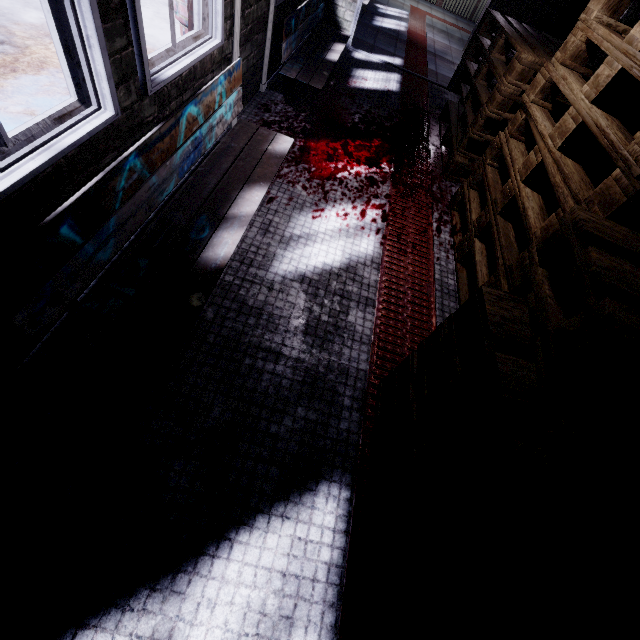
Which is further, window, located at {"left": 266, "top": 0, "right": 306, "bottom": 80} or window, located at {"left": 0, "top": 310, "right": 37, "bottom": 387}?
window, located at {"left": 266, "top": 0, "right": 306, "bottom": 80}

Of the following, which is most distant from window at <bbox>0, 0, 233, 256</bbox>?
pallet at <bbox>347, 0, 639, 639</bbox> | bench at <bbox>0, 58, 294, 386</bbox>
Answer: pallet at <bbox>347, 0, 639, 639</bbox>

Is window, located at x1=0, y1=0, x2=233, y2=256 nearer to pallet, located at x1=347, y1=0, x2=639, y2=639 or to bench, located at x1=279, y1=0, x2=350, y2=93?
bench, located at x1=279, y1=0, x2=350, y2=93

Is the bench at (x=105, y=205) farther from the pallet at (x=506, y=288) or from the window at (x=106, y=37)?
the pallet at (x=506, y=288)

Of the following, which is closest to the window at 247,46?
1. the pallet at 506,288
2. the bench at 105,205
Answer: the bench at 105,205

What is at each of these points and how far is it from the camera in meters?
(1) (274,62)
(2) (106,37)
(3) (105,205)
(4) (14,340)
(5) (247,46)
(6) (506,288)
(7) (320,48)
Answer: (1) window, 3.3
(2) window, 1.1
(3) bench, 1.2
(4) window, 1.2
(5) window, 2.4
(6) pallet, 1.7
(7) bench, 3.5

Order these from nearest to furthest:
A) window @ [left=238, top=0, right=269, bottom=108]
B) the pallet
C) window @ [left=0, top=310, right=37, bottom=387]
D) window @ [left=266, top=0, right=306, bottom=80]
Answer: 1. the pallet
2. window @ [left=0, top=310, right=37, bottom=387]
3. window @ [left=238, top=0, right=269, bottom=108]
4. window @ [left=266, top=0, right=306, bottom=80]
